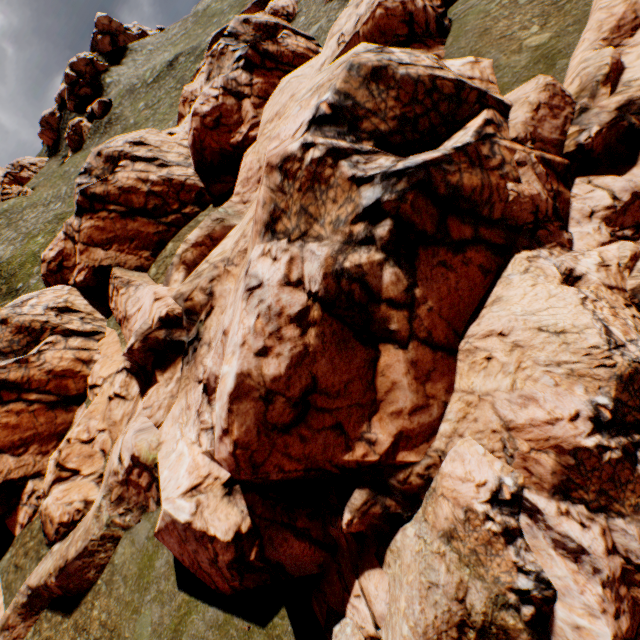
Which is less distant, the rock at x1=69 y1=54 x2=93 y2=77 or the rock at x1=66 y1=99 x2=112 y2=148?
the rock at x1=66 y1=99 x2=112 y2=148

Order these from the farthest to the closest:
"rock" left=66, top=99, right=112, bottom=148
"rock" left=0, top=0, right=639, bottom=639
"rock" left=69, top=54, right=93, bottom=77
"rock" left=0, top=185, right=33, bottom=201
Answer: "rock" left=69, top=54, right=93, bottom=77
"rock" left=0, top=185, right=33, bottom=201
"rock" left=66, top=99, right=112, bottom=148
"rock" left=0, top=0, right=639, bottom=639

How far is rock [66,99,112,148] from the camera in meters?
55.7 m

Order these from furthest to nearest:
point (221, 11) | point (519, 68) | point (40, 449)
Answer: point (221, 11), point (40, 449), point (519, 68)

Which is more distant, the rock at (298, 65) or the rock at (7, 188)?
the rock at (7, 188)

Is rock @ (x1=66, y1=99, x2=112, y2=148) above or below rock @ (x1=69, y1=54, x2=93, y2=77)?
below

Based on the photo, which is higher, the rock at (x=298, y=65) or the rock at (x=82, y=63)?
the rock at (x=82, y=63)
